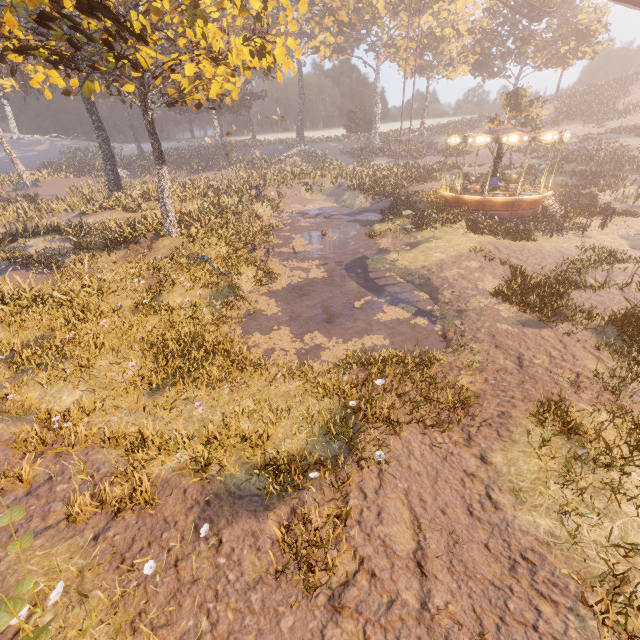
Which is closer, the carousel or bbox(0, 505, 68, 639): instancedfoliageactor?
bbox(0, 505, 68, 639): instancedfoliageactor

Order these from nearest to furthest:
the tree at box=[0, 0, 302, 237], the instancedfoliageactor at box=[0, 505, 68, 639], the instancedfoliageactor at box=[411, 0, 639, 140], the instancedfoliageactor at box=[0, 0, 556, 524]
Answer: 1. the instancedfoliageactor at box=[0, 505, 68, 639]
2. the instancedfoliageactor at box=[0, 0, 556, 524]
3. the tree at box=[0, 0, 302, 237]
4. the instancedfoliageactor at box=[411, 0, 639, 140]

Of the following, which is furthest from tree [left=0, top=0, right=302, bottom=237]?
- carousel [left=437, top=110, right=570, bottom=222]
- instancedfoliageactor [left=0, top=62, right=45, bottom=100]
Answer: carousel [left=437, top=110, right=570, bottom=222]

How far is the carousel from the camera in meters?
20.0 m

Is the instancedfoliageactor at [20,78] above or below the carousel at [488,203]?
above

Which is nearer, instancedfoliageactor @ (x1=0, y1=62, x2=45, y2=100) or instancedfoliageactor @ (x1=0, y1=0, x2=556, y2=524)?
instancedfoliageactor @ (x1=0, y1=0, x2=556, y2=524)

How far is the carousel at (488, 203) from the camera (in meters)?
20.03

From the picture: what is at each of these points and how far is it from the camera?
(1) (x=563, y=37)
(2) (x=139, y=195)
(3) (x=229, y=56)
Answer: (1) instancedfoliageactor, 40.28m
(2) instancedfoliageactor, 26.86m
(3) tree, 12.49m
